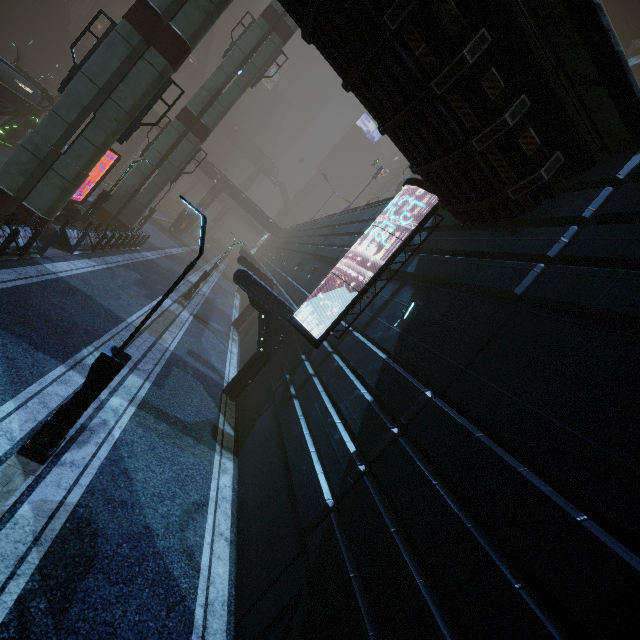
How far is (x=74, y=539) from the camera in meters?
5.5

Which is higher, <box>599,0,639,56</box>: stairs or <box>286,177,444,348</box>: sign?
<box>599,0,639,56</box>: stairs

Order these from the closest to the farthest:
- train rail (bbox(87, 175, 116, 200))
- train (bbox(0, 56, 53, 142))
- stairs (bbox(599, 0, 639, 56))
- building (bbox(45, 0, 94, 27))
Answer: train (bbox(0, 56, 53, 142)) → stairs (bbox(599, 0, 639, 56)) → train rail (bbox(87, 175, 116, 200)) → building (bbox(45, 0, 94, 27))

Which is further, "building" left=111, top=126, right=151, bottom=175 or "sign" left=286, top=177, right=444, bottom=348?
"building" left=111, top=126, right=151, bottom=175

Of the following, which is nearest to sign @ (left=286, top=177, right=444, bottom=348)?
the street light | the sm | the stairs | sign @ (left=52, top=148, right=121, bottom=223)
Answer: the street light

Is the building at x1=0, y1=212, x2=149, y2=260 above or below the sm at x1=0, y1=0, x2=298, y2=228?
below

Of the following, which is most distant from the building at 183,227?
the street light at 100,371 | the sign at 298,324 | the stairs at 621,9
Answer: the street light at 100,371

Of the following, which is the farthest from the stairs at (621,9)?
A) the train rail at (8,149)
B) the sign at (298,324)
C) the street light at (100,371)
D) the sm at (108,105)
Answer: the train rail at (8,149)
